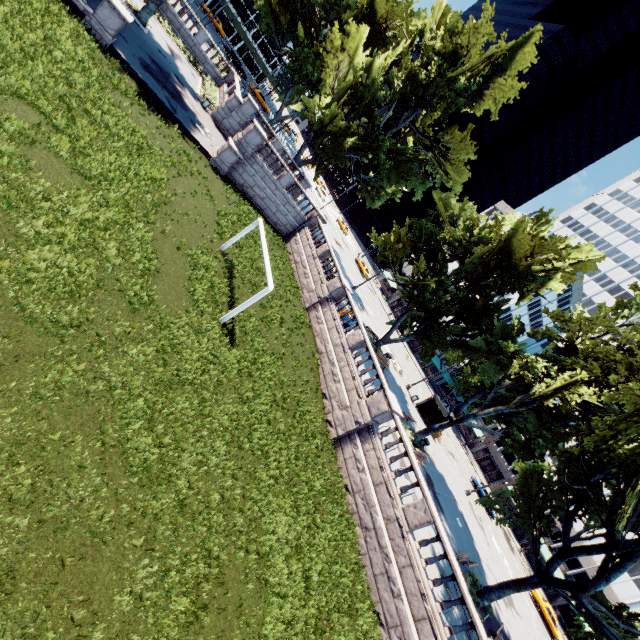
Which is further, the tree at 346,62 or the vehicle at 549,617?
the vehicle at 549,617

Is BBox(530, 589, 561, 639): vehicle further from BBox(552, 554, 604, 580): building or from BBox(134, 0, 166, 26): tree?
BBox(134, 0, 166, 26): tree

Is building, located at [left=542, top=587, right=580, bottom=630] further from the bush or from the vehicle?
the bush

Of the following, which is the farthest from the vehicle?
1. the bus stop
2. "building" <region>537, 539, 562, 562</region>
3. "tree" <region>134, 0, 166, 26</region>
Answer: "tree" <region>134, 0, 166, 26</region>

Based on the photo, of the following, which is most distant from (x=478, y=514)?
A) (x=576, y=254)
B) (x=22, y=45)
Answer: (x=22, y=45)

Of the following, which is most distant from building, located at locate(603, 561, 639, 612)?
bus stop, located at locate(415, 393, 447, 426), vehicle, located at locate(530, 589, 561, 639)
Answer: vehicle, located at locate(530, 589, 561, 639)

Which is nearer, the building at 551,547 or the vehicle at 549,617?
the vehicle at 549,617

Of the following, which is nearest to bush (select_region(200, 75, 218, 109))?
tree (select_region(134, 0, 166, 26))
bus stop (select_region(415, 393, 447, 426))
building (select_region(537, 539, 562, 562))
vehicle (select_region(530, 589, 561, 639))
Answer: tree (select_region(134, 0, 166, 26))
